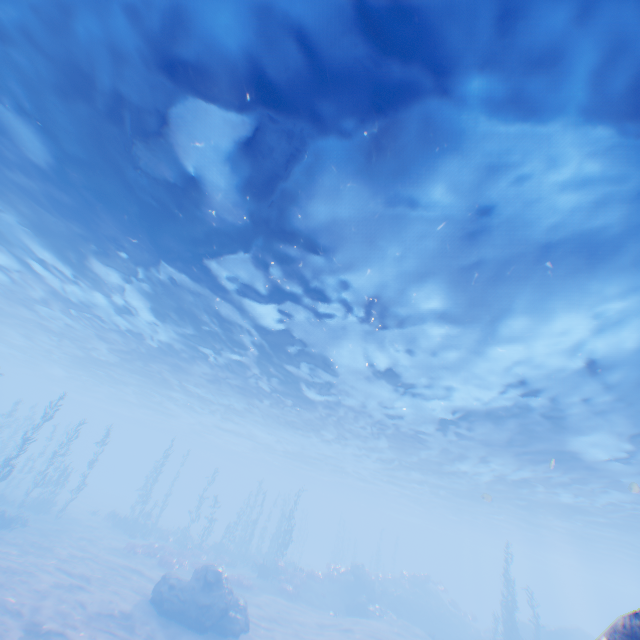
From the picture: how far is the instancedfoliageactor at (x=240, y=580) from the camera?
24.3 meters

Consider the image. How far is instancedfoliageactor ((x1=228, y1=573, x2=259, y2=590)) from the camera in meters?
24.3

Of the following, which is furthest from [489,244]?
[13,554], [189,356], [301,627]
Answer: [13,554]

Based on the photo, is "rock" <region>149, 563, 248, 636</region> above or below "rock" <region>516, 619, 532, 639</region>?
below

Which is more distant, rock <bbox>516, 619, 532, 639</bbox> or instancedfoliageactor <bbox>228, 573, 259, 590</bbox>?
rock <bbox>516, 619, 532, 639</bbox>

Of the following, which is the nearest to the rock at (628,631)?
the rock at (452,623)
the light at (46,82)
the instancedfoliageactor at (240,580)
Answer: the light at (46,82)

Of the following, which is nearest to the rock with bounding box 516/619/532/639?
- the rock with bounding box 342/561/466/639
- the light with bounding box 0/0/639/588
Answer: the light with bounding box 0/0/639/588

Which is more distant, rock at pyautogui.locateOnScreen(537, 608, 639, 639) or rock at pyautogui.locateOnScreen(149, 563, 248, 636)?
rock at pyautogui.locateOnScreen(149, 563, 248, 636)
